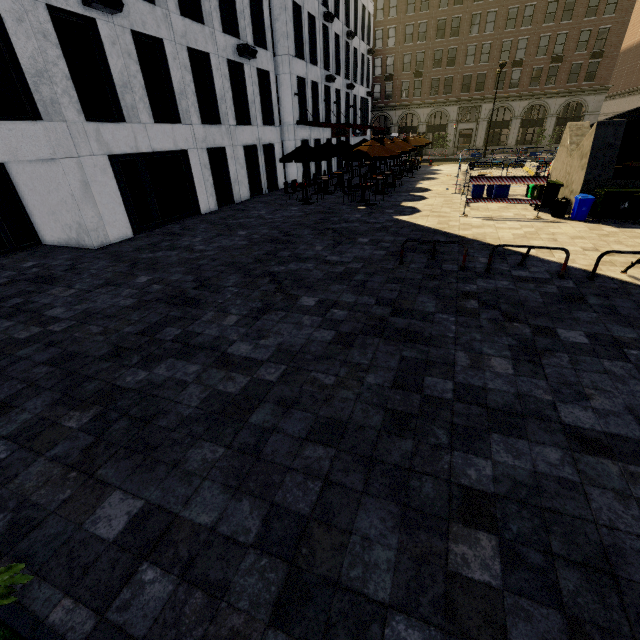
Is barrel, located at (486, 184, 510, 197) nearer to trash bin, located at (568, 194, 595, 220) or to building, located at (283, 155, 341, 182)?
trash bin, located at (568, 194, 595, 220)

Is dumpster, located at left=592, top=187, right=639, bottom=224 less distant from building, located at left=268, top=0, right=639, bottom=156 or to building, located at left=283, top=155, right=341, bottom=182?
building, located at left=283, top=155, right=341, bottom=182

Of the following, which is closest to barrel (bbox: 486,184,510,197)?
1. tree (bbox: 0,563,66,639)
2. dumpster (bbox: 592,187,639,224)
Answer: dumpster (bbox: 592,187,639,224)

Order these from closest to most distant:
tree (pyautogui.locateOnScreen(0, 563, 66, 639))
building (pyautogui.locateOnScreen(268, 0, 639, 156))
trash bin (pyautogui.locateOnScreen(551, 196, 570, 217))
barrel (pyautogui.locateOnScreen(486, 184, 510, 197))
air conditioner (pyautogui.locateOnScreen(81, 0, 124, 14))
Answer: tree (pyautogui.locateOnScreen(0, 563, 66, 639)) < air conditioner (pyautogui.locateOnScreen(81, 0, 124, 14)) < trash bin (pyautogui.locateOnScreen(551, 196, 570, 217)) < barrel (pyautogui.locateOnScreen(486, 184, 510, 197)) < building (pyautogui.locateOnScreen(268, 0, 639, 156))

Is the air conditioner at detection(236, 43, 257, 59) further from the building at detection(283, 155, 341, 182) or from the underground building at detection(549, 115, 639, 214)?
the underground building at detection(549, 115, 639, 214)

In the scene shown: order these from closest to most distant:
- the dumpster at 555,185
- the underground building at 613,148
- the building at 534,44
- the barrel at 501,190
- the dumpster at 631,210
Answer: the dumpster at 631,210 → the underground building at 613,148 → the dumpster at 555,185 → the barrel at 501,190 → the building at 534,44

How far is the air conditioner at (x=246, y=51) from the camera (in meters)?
16.52

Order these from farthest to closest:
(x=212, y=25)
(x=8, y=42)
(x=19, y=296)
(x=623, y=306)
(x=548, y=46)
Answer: (x=548, y=46) → (x=212, y=25) → (x=8, y=42) → (x=19, y=296) → (x=623, y=306)
